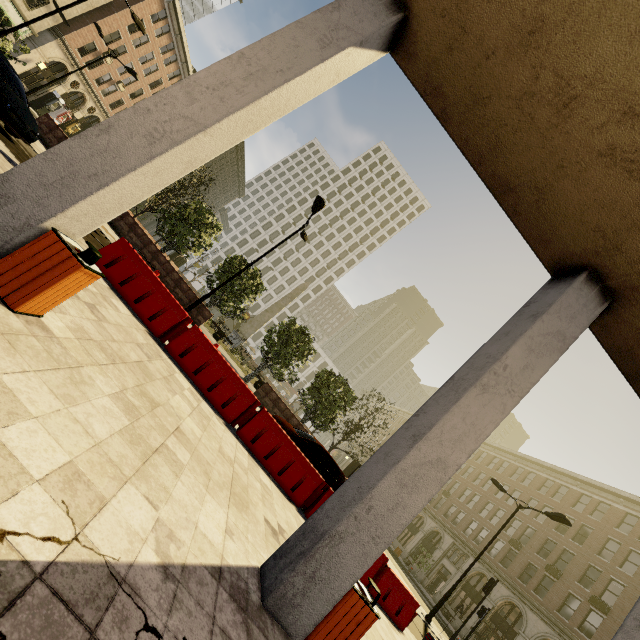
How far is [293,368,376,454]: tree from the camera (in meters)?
22.91

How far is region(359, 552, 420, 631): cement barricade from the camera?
8.4m

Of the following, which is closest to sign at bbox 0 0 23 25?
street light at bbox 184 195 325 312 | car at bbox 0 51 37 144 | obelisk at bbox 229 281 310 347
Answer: car at bbox 0 51 37 144

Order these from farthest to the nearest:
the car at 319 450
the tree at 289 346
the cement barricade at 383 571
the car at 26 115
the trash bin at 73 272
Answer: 1. the tree at 289 346
2. the car at 319 450
3. the car at 26 115
4. the cement barricade at 383 571
5. the trash bin at 73 272

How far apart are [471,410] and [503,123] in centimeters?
386cm

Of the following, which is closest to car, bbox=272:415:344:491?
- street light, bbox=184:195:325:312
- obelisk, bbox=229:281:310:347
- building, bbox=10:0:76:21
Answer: street light, bbox=184:195:325:312

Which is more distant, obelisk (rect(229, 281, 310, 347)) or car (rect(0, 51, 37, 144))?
obelisk (rect(229, 281, 310, 347))

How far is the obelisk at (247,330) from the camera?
35.2 meters
